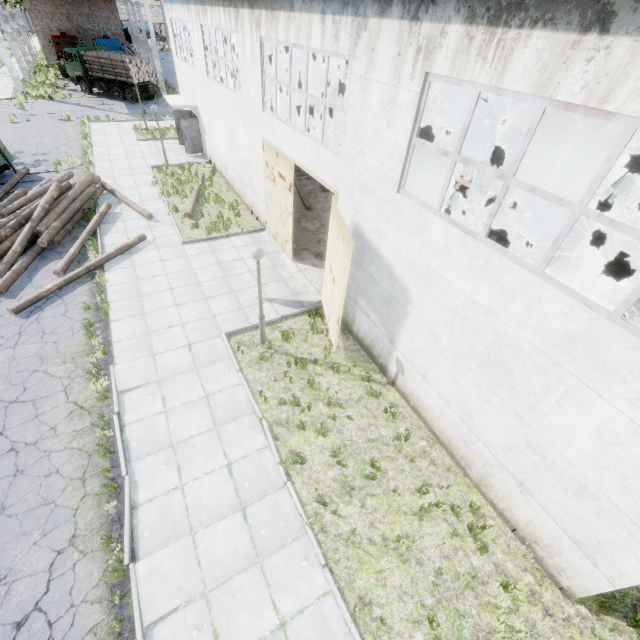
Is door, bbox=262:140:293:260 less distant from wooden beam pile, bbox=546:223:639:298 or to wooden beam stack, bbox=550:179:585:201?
wooden beam pile, bbox=546:223:639:298

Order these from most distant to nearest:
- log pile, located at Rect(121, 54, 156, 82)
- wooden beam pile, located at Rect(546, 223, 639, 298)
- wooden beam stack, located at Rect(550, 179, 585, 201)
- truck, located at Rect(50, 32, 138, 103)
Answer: truck, located at Rect(50, 32, 138, 103) < log pile, located at Rect(121, 54, 156, 82) < wooden beam stack, located at Rect(550, 179, 585, 201) < wooden beam pile, located at Rect(546, 223, 639, 298)

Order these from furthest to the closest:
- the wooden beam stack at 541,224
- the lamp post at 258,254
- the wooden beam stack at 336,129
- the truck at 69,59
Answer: the truck at 69,59, the wooden beam stack at 336,129, the wooden beam stack at 541,224, the lamp post at 258,254

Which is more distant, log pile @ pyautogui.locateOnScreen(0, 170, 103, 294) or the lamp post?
log pile @ pyautogui.locateOnScreen(0, 170, 103, 294)

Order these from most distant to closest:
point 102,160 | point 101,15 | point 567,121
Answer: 1. point 101,15
2. point 102,160
3. point 567,121

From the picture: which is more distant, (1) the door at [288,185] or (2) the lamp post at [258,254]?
(1) the door at [288,185]

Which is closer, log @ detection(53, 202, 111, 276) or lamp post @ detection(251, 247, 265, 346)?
lamp post @ detection(251, 247, 265, 346)

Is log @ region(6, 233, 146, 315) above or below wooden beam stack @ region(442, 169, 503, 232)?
below
